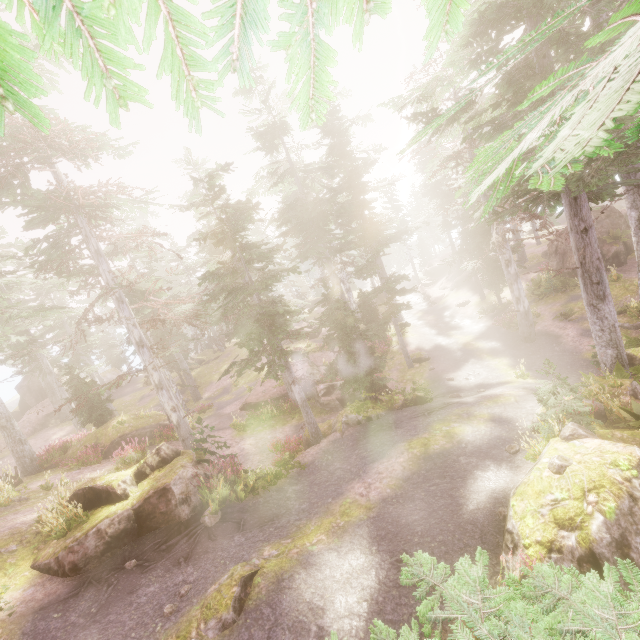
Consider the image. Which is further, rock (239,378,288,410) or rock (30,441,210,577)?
rock (239,378,288,410)

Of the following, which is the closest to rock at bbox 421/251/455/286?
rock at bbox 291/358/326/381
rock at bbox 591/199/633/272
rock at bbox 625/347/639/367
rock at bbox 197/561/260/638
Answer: rock at bbox 591/199/633/272

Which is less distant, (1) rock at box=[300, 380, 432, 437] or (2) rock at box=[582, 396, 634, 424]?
(2) rock at box=[582, 396, 634, 424]

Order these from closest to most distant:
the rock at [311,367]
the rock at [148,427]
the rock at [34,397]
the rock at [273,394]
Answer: the rock at [148,427]
the rock at [273,394]
the rock at [311,367]
the rock at [34,397]

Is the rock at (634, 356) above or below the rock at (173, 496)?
below

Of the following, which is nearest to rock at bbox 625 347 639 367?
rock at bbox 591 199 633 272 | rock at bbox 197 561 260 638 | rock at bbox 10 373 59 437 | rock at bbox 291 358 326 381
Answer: rock at bbox 197 561 260 638

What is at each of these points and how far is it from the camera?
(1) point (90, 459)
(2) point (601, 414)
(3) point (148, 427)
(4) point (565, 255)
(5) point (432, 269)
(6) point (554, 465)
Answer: (1) instancedfoliageactor, 18.00m
(2) rock, 9.78m
(3) rock, 20.66m
(4) rock, 24.83m
(5) rock, 50.44m
(6) instancedfoliageactor, 7.02m

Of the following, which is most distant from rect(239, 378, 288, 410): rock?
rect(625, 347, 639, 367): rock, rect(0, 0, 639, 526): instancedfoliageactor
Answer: rect(625, 347, 639, 367): rock
